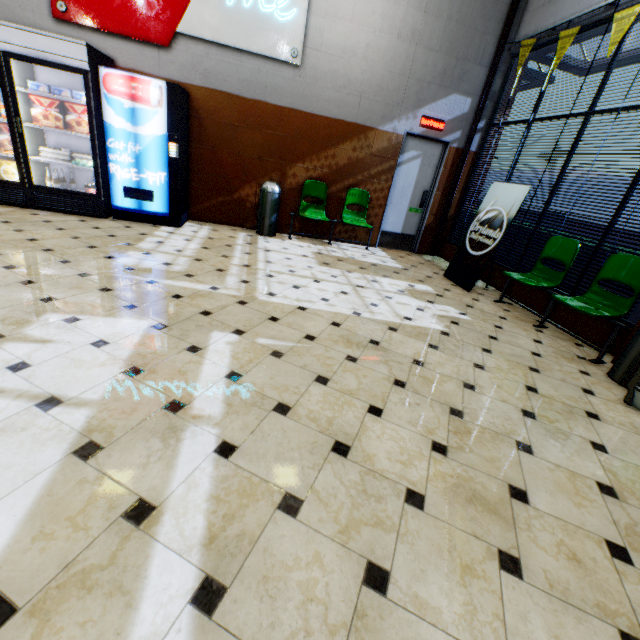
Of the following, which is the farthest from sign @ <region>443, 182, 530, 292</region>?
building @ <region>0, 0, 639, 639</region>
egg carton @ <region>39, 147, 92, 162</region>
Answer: egg carton @ <region>39, 147, 92, 162</region>

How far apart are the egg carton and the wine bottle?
0.21m

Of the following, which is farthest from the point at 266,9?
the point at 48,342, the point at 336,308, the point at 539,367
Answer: the point at 539,367

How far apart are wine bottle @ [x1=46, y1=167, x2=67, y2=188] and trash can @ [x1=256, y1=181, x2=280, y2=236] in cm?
310

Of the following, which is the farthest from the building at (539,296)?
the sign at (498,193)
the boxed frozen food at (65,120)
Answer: the boxed frozen food at (65,120)

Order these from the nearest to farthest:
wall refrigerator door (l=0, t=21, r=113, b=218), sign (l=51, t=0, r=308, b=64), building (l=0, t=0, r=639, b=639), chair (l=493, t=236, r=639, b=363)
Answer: building (l=0, t=0, r=639, b=639) → chair (l=493, t=236, r=639, b=363) → wall refrigerator door (l=0, t=21, r=113, b=218) → sign (l=51, t=0, r=308, b=64)

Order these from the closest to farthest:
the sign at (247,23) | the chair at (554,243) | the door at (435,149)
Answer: the chair at (554,243) → the sign at (247,23) → the door at (435,149)

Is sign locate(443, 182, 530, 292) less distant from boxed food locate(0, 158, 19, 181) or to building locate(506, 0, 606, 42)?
building locate(506, 0, 606, 42)
